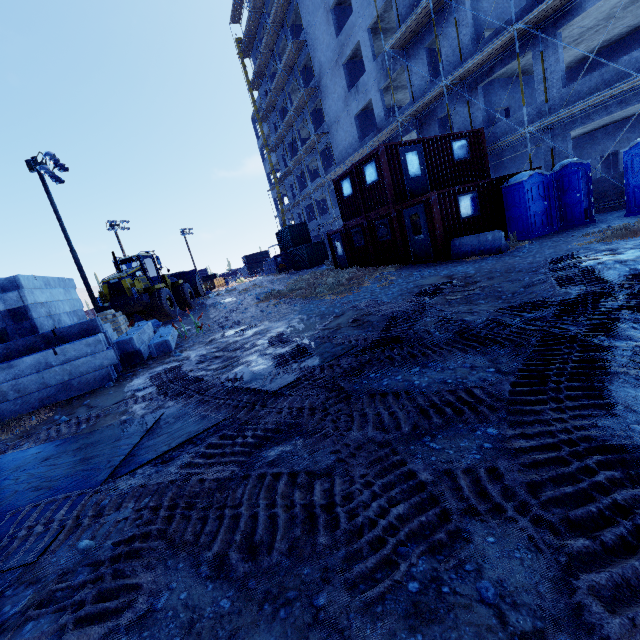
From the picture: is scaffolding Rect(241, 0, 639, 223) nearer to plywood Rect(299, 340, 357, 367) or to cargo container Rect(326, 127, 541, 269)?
cargo container Rect(326, 127, 541, 269)

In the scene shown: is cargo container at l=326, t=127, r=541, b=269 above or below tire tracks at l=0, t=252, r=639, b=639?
above

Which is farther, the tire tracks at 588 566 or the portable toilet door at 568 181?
the portable toilet door at 568 181

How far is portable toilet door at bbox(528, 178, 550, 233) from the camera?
11.9m

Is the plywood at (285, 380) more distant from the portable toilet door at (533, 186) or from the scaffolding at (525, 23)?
the scaffolding at (525, 23)

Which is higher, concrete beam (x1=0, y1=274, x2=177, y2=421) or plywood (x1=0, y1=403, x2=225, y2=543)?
concrete beam (x1=0, y1=274, x2=177, y2=421)

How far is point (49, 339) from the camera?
7.40m

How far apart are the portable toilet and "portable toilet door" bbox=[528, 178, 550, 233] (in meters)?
0.01
